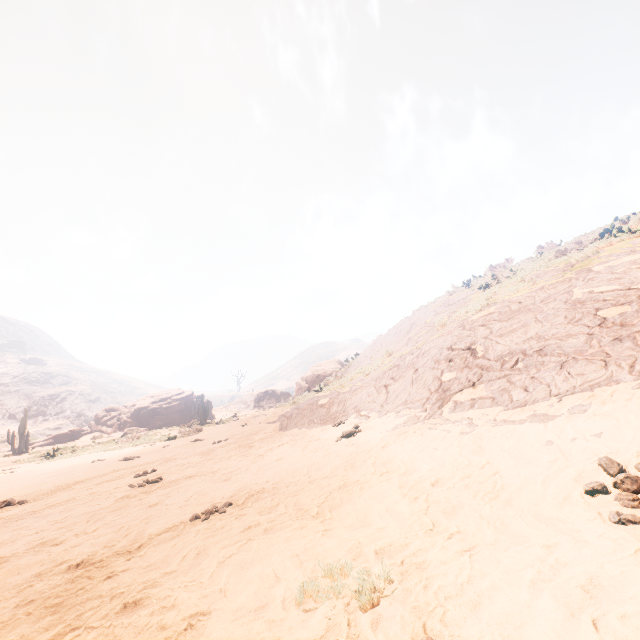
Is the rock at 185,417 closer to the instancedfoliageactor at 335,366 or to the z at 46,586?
the instancedfoliageactor at 335,366

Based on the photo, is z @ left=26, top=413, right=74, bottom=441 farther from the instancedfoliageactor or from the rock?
the instancedfoliageactor

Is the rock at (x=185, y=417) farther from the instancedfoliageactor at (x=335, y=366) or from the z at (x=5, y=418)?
the z at (x=5, y=418)

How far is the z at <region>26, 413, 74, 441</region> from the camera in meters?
51.4

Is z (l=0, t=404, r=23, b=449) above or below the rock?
above

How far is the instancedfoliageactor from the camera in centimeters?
2772cm

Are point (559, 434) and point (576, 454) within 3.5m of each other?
yes

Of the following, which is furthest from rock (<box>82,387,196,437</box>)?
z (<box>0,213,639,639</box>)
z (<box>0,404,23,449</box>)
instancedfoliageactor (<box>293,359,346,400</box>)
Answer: z (<box>0,404,23,449</box>)
